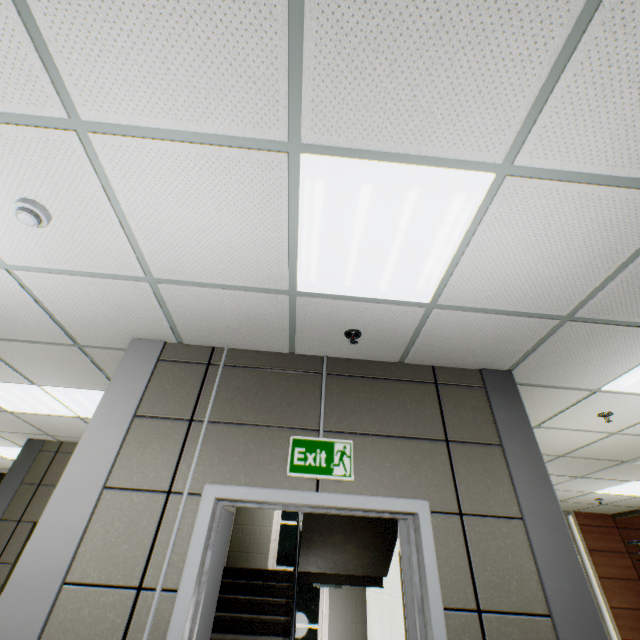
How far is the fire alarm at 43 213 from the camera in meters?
1.8

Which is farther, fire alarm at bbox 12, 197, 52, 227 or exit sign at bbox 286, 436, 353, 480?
exit sign at bbox 286, 436, 353, 480

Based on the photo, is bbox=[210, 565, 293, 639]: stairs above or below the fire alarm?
below

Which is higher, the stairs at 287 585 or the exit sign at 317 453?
the exit sign at 317 453

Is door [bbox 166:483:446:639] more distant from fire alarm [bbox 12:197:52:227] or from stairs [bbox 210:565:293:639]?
fire alarm [bbox 12:197:52:227]

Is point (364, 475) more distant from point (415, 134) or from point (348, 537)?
point (348, 537)

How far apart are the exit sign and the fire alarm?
2.1m

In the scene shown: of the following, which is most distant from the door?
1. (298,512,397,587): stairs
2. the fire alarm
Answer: the fire alarm
